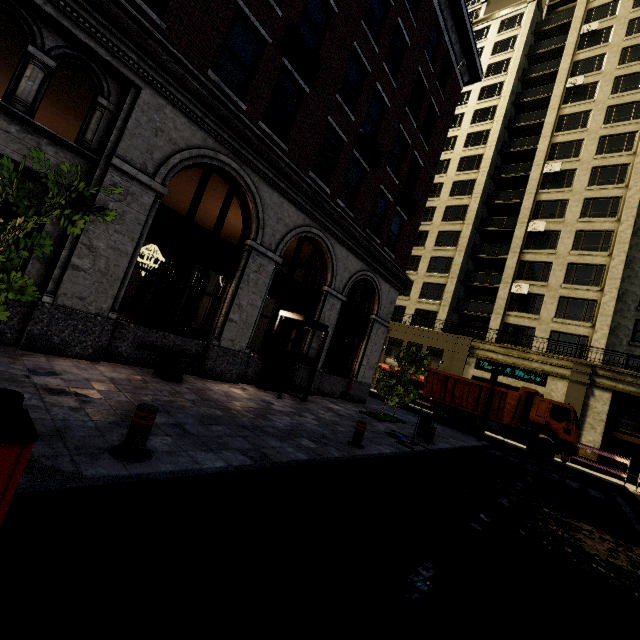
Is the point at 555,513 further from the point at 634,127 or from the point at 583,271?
the point at 634,127

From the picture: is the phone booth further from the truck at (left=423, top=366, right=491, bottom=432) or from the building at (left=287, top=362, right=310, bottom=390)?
the truck at (left=423, top=366, right=491, bottom=432)

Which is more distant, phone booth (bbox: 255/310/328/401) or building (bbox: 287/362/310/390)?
building (bbox: 287/362/310/390)

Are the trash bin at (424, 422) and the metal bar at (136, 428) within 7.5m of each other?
no

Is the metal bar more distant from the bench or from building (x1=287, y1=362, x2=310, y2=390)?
building (x1=287, y1=362, x2=310, y2=390)

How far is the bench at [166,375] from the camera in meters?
7.5 m

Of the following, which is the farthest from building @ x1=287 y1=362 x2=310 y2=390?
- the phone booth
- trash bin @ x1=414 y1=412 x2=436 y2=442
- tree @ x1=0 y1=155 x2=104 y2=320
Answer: trash bin @ x1=414 y1=412 x2=436 y2=442

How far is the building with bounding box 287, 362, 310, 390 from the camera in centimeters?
1231cm
